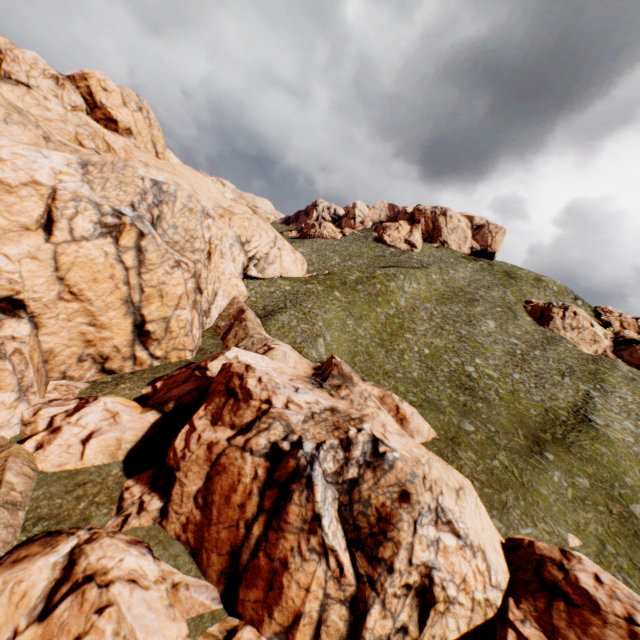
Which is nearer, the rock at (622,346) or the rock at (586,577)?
the rock at (586,577)

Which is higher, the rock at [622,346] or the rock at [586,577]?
the rock at [622,346]

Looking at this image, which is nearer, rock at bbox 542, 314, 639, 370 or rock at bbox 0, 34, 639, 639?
rock at bbox 0, 34, 639, 639

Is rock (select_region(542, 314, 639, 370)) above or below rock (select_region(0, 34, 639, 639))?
above

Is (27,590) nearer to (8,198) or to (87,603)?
(87,603)
